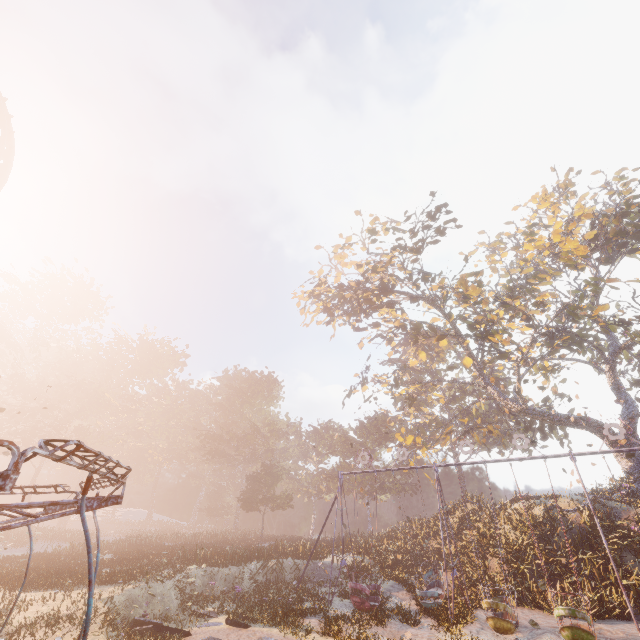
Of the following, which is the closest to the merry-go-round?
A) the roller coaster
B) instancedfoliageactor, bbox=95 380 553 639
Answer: the roller coaster

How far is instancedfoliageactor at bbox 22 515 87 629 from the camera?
14.0m

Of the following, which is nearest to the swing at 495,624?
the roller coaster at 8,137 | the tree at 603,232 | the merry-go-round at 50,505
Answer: the tree at 603,232

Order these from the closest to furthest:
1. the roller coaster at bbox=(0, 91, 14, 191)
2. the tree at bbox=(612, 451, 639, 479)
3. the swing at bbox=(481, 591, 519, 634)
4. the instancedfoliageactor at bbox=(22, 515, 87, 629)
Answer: the swing at bbox=(481, 591, 519, 634) → the instancedfoliageactor at bbox=(22, 515, 87, 629) → the roller coaster at bbox=(0, 91, 14, 191) → the tree at bbox=(612, 451, 639, 479)

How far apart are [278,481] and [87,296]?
49.0m

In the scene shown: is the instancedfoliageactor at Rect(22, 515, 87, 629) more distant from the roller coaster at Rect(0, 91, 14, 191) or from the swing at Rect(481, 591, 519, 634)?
the roller coaster at Rect(0, 91, 14, 191)

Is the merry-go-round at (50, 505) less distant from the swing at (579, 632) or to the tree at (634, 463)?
the swing at (579, 632)

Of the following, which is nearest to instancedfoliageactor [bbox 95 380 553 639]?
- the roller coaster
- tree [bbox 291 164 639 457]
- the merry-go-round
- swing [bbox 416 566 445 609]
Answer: swing [bbox 416 566 445 609]
